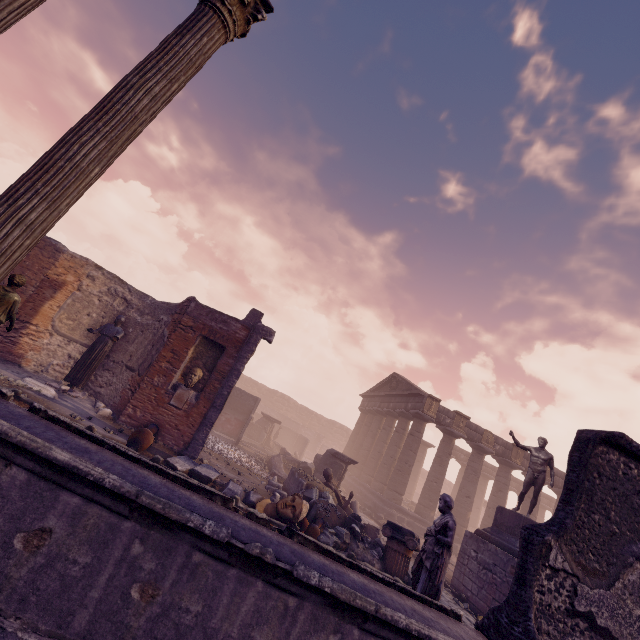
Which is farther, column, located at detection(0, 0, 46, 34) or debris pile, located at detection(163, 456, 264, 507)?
debris pile, located at detection(163, 456, 264, 507)

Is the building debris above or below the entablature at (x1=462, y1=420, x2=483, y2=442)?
below

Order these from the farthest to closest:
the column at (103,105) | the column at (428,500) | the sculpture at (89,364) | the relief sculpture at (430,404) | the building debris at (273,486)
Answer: the relief sculpture at (430,404)
the column at (428,500)
the sculpture at (89,364)
the building debris at (273,486)
the column at (103,105)

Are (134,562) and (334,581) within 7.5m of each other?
yes

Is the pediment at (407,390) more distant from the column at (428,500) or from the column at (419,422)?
the column at (428,500)

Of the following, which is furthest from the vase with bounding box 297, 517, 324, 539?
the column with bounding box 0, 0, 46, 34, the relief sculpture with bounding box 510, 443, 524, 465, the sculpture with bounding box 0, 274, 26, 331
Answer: the relief sculpture with bounding box 510, 443, 524, 465

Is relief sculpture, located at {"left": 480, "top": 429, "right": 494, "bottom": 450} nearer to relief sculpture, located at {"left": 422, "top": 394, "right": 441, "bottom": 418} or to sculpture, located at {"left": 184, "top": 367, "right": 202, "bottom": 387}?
relief sculpture, located at {"left": 422, "top": 394, "right": 441, "bottom": 418}

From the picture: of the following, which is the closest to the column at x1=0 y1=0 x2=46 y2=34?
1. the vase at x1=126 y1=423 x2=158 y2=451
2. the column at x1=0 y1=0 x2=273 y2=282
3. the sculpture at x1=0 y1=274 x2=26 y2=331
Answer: the column at x1=0 y1=0 x2=273 y2=282
